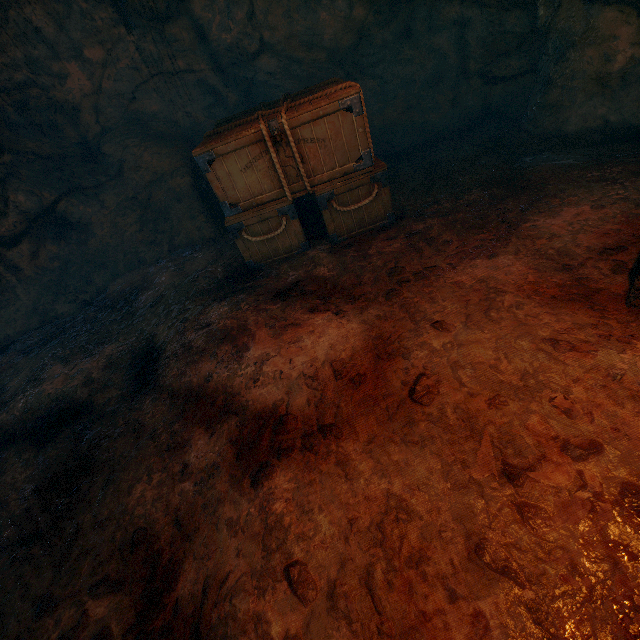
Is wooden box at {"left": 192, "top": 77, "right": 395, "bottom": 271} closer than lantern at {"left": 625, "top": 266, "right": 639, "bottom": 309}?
No

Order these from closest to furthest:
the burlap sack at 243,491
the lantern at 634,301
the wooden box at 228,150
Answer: the burlap sack at 243,491 < the lantern at 634,301 < the wooden box at 228,150

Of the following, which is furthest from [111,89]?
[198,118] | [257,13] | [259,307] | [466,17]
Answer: [466,17]

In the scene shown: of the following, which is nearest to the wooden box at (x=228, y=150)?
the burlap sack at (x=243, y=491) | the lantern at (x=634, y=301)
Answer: → the burlap sack at (x=243, y=491)

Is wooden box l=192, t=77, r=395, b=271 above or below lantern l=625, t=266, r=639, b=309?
above

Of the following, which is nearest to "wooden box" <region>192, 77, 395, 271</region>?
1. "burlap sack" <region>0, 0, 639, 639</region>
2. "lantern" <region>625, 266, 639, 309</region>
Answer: "burlap sack" <region>0, 0, 639, 639</region>

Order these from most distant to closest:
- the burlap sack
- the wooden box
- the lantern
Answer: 1. the wooden box
2. the lantern
3. the burlap sack

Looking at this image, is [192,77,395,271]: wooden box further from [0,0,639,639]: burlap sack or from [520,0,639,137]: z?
[520,0,639,137]: z
